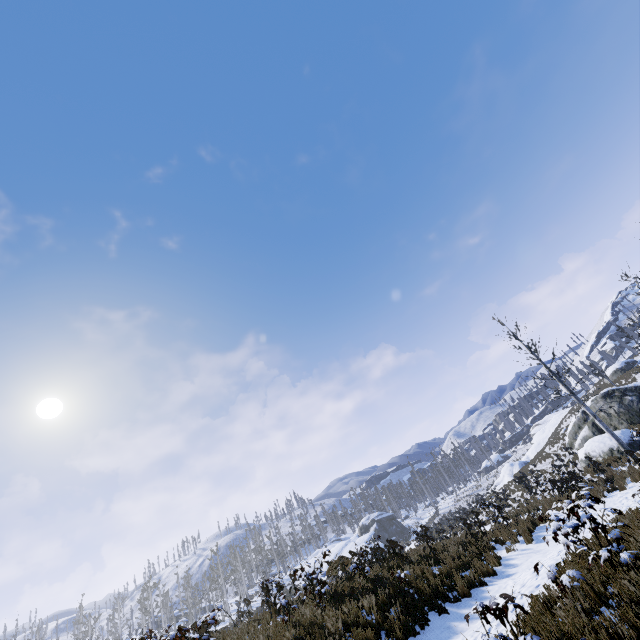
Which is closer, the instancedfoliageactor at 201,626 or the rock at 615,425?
the instancedfoliageactor at 201,626

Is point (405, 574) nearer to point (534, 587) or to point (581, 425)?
point (534, 587)

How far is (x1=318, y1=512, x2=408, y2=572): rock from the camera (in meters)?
45.63

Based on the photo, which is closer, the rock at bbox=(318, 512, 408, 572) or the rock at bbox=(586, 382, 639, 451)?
the rock at bbox=(586, 382, 639, 451)

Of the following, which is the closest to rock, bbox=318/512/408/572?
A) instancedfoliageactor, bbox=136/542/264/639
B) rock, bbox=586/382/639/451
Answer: instancedfoliageactor, bbox=136/542/264/639

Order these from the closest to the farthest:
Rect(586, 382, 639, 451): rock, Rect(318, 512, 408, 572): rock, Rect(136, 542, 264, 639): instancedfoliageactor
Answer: Rect(136, 542, 264, 639): instancedfoliageactor → Rect(586, 382, 639, 451): rock → Rect(318, 512, 408, 572): rock

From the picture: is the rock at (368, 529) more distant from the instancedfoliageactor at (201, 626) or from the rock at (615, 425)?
the rock at (615, 425)
